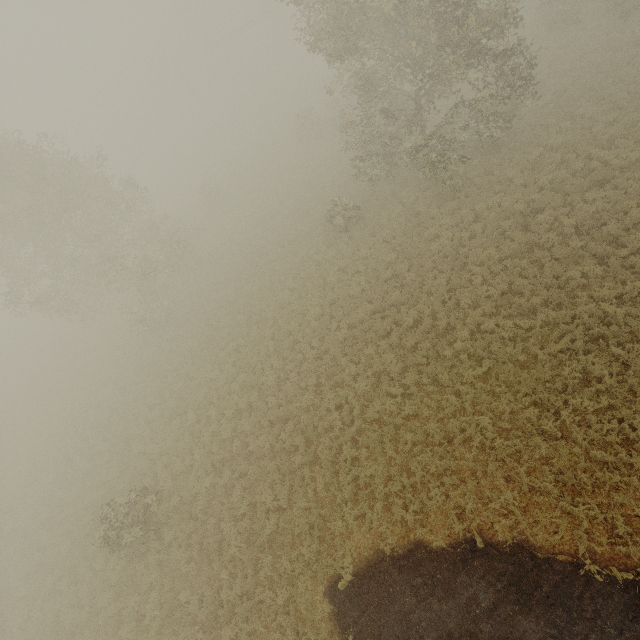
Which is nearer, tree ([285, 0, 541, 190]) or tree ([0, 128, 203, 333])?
tree ([285, 0, 541, 190])

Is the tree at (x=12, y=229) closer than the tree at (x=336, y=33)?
No

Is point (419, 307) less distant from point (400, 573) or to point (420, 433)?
point (420, 433)
